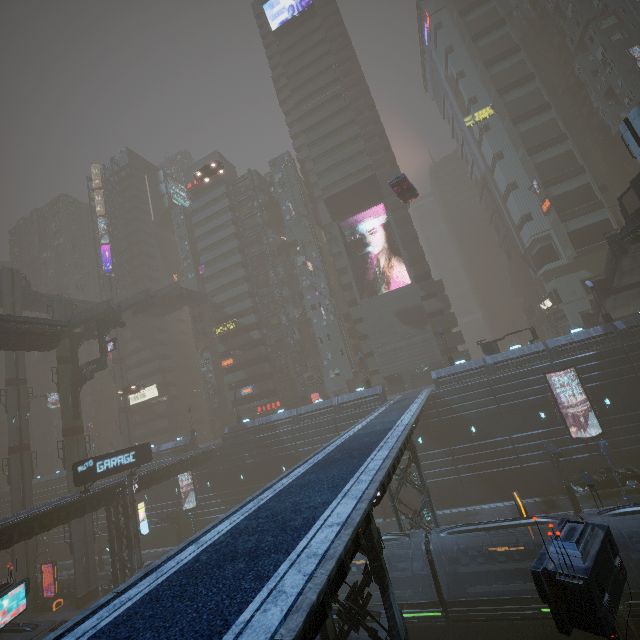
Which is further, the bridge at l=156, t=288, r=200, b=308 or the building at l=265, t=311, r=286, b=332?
the building at l=265, t=311, r=286, b=332

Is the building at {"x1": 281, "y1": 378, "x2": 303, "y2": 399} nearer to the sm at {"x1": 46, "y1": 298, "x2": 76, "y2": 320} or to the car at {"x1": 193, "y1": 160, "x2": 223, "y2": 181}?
the sm at {"x1": 46, "y1": 298, "x2": 76, "y2": 320}

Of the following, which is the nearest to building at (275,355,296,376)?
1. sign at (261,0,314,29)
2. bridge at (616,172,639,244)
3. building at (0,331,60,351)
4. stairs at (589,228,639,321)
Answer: sign at (261,0,314,29)

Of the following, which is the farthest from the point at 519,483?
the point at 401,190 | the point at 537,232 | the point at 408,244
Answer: the point at 537,232

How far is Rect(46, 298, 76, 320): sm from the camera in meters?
41.8

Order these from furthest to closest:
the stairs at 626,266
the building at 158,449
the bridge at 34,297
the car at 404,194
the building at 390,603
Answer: the bridge at 34,297, the building at 158,449, the car at 404,194, the stairs at 626,266, the building at 390,603

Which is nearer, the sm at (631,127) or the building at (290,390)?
the sm at (631,127)

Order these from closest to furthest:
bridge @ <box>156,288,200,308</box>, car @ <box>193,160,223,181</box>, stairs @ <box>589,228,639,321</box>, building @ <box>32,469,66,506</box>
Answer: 1. stairs @ <box>589,228,639,321</box>
2. car @ <box>193,160,223,181</box>
3. building @ <box>32,469,66,506</box>
4. bridge @ <box>156,288,200,308</box>
